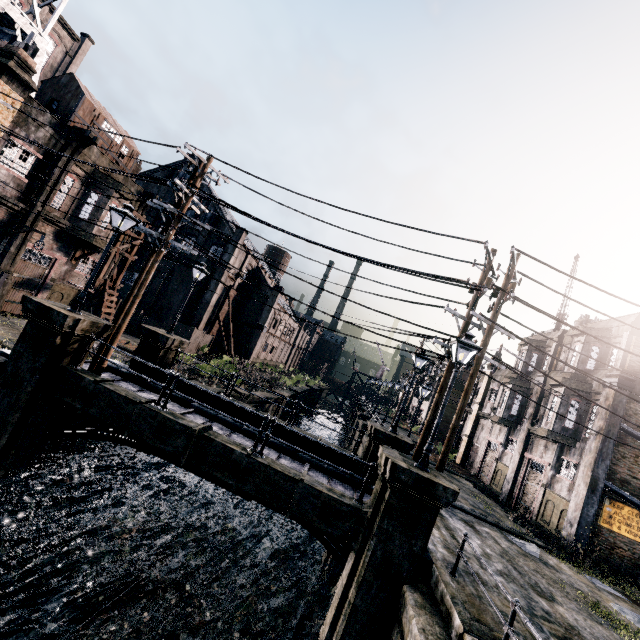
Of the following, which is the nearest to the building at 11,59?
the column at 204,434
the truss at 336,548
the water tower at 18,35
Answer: the water tower at 18,35

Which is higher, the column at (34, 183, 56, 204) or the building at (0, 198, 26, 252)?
the column at (34, 183, 56, 204)

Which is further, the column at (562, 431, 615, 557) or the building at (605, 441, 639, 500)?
the building at (605, 441, 639, 500)

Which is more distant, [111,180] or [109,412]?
[111,180]

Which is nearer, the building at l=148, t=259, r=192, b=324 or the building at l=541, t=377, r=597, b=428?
the building at l=541, t=377, r=597, b=428

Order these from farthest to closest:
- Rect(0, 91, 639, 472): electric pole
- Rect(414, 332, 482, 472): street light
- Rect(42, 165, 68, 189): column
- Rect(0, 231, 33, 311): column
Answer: Rect(42, 165, 68, 189): column
Rect(0, 231, 33, 311): column
Rect(0, 91, 639, 472): electric pole
Rect(414, 332, 482, 472): street light

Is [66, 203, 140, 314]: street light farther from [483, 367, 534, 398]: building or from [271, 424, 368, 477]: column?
[483, 367, 534, 398]: building

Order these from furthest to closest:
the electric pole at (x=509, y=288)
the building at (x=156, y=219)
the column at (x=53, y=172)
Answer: the building at (x=156, y=219), the column at (x=53, y=172), the electric pole at (x=509, y=288)
